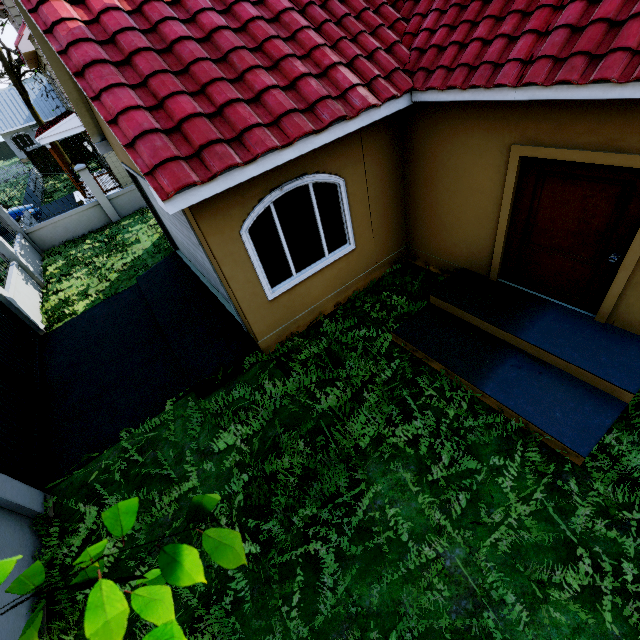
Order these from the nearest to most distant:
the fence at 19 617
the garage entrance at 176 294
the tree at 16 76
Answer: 1. the fence at 19 617
2. the garage entrance at 176 294
3. the tree at 16 76

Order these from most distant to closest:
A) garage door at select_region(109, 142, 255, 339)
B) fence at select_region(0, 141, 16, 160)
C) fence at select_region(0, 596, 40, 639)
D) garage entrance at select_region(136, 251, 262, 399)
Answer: fence at select_region(0, 141, 16, 160) < garage entrance at select_region(136, 251, 262, 399) < garage door at select_region(109, 142, 255, 339) < fence at select_region(0, 596, 40, 639)

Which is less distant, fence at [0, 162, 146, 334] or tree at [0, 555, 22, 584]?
tree at [0, 555, 22, 584]

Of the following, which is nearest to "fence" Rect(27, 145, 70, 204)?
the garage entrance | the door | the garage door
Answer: the garage entrance

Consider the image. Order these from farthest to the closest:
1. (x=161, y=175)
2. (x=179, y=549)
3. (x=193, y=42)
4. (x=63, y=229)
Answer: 1. (x=63, y=229)
2. (x=193, y=42)
3. (x=161, y=175)
4. (x=179, y=549)

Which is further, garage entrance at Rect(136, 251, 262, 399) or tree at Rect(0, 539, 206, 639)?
garage entrance at Rect(136, 251, 262, 399)

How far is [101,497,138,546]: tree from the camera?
0.7m

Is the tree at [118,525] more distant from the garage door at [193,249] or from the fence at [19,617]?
the garage door at [193,249]
